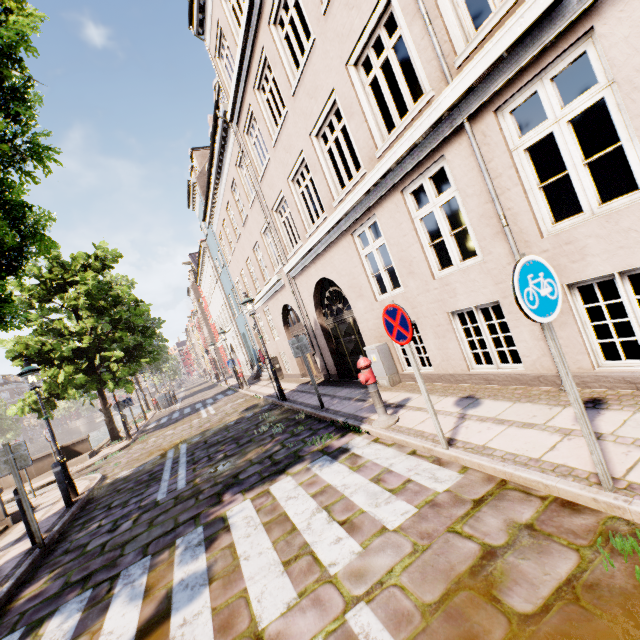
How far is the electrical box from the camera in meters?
7.7

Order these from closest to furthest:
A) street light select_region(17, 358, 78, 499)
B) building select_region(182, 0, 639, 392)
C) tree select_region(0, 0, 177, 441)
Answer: building select_region(182, 0, 639, 392) → tree select_region(0, 0, 177, 441) → street light select_region(17, 358, 78, 499)

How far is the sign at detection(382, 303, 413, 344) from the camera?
3.8 meters

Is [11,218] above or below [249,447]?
above

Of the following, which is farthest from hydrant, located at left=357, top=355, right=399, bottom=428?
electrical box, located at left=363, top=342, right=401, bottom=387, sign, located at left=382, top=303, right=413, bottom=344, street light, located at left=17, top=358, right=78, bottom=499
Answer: street light, located at left=17, top=358, right=78, bottom=499

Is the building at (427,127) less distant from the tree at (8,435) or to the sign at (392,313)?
the sign at (392,313)

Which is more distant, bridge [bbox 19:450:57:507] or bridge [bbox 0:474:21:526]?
bridge [bbox 19:450:57:507]

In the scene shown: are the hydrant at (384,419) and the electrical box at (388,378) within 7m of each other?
yes
